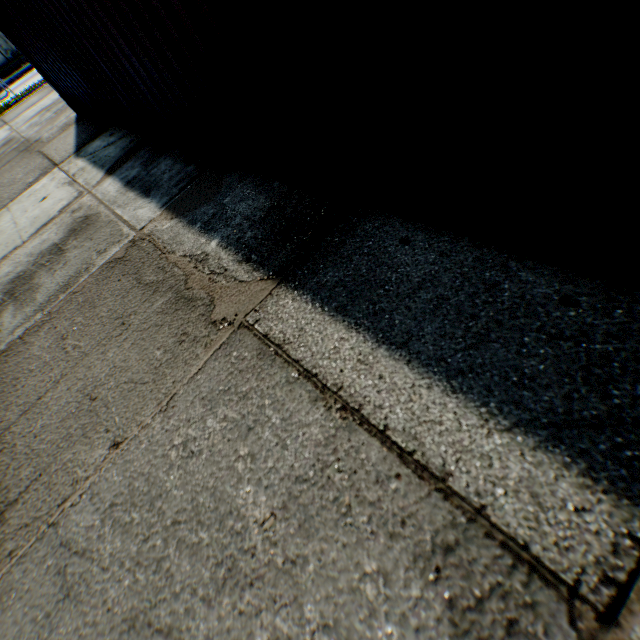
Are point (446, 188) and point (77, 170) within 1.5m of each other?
no
